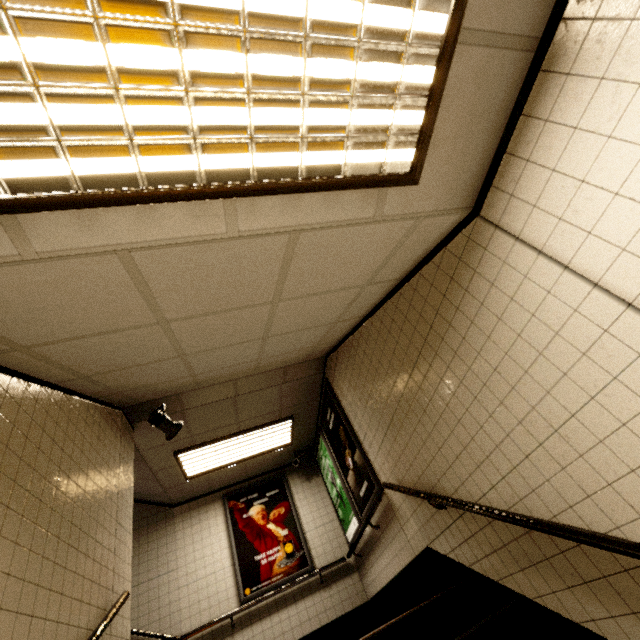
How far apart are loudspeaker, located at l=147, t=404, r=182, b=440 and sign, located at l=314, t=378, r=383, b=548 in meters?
2.2

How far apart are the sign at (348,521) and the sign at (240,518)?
1.7 meters

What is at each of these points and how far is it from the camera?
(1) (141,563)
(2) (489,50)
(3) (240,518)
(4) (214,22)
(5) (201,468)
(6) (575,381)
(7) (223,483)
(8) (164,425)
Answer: (1) stairs, 5.5 meters
(2) storm drain, 1.3 meters
(3) sign, 6.1 meters
(4) fluorescent light, 1.0 meters
(5) fluorescent light, 5.7 meters
(6) stairs, 1.5 meters
(7) building, 6.4 meters
(8) loudspeaker, 4.2 meters

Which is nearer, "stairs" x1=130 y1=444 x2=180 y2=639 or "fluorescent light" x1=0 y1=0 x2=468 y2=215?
"fluorescent light" x1=0 y1=0 x2=468 y2=215

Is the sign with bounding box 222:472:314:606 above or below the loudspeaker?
below

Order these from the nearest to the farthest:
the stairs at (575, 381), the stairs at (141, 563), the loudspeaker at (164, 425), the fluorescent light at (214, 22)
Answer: the fluorescent light at (214, 22) → the stairs at (575, 381) → the loudspeaker at (164, 425) → the stairs at (141, 563)

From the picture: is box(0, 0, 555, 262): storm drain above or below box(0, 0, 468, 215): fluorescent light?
above

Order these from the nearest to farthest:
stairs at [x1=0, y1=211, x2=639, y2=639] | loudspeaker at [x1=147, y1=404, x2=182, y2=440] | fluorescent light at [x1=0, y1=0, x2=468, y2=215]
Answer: fluorescent light at [x1=0, y1=0, x2=468, y2=215] → stairs at [x1=0, y1=211, x2=639, y2=639] → loudspeaker at [x1=147, y1=404, x2=182, y2=440]
